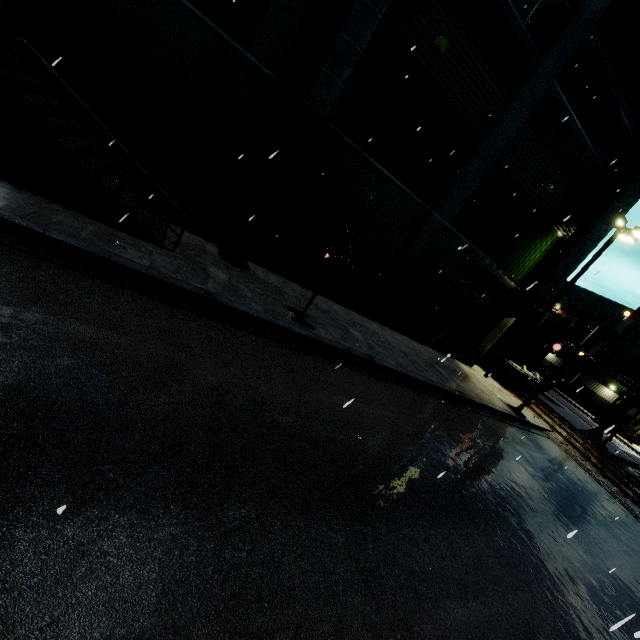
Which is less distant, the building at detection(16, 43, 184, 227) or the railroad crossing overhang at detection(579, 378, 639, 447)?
the building at detection(16, 43, 184, 227)

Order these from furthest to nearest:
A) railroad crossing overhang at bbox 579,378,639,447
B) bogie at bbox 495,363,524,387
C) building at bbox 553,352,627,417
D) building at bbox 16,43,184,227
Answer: building at bbox 553,352,627,417 → railroad crossing overhang at bbox 579,378,639,447 → bogie at bbox 495,363,524,387 → building at bbox 16,43,184,227

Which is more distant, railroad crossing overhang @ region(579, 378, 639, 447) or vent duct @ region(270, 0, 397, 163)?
railroad crossing overhang @ region(579, 378, 639, 447)

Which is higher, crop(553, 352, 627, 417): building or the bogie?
crop(553, 352, 627, 417): building

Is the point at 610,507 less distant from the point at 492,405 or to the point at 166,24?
the point at 492,405

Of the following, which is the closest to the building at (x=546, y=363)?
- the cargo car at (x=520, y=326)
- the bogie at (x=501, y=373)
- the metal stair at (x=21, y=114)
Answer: the metal stair at (x=21, y=114)

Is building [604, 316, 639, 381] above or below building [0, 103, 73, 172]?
above

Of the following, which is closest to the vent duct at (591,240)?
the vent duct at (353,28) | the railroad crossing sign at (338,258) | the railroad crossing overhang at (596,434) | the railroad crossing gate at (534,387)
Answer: the railroad crossing gate at (534,387)
